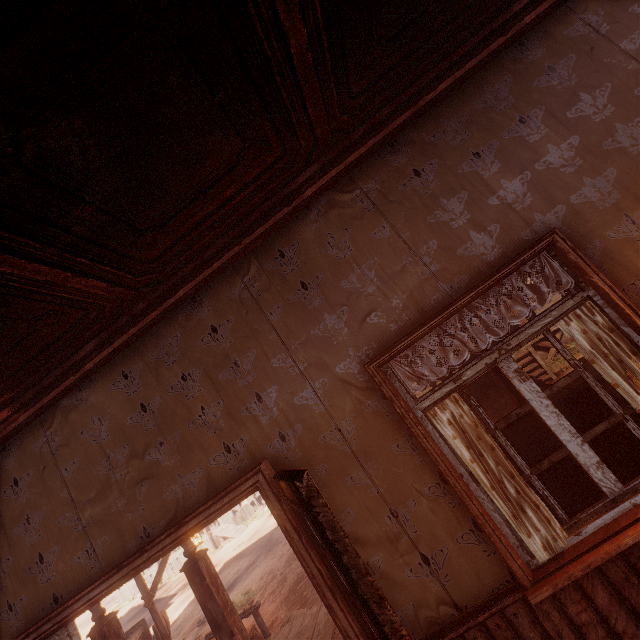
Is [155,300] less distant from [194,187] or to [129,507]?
[194,187]

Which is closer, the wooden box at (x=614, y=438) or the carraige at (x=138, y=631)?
the wooden box at (x=614, y=438)

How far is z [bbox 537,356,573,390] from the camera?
9.9m

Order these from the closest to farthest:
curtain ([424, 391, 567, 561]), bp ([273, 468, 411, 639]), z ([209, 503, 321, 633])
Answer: bp ([273, 468, 411, 639]), curtain ([424, 391, 567, 561]), z ([209, 503, 321, 633])

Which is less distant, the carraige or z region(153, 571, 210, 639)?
the carraige

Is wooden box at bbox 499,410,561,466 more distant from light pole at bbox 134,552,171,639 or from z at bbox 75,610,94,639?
light pole at bbox 134,552,171,639

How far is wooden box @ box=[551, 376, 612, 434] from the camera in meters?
2.3

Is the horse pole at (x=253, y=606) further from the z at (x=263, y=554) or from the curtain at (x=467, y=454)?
the curtain at (x=467, y=454)
